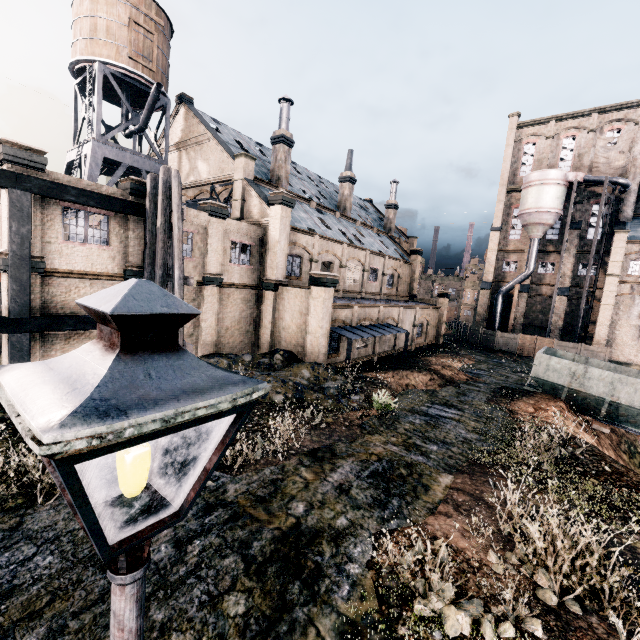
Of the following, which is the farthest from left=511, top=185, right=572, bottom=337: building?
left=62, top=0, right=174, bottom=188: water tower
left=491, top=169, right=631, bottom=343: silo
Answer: left=62, top=0, right=174, bottom=188: water tower

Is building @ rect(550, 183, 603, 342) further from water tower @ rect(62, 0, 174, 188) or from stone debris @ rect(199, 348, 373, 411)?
water tower @ rect(62, 0, 174, 188)

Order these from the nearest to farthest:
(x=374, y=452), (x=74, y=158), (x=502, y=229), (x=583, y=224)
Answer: (x=374, y=452) → (x=74, y=158) → (x=583, y=224) → (x=502, y=229)

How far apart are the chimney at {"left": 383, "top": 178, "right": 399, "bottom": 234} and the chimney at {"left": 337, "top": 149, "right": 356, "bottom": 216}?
10.8 meters

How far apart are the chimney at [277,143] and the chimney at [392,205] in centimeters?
2203cm

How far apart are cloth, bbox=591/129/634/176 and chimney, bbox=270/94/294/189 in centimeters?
3946cm

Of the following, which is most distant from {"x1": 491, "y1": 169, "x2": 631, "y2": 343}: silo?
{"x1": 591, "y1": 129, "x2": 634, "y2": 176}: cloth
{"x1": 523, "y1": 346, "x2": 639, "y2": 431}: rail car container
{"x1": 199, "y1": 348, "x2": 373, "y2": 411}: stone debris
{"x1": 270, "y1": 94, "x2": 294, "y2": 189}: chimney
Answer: {"x1": 199, "y1": 348, "x2": 373, "y2": 411}: stone debris

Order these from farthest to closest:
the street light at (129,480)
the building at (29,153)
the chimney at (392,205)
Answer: the chimney at (392,205) → the building at (29,153) → the street light at (129,480)
